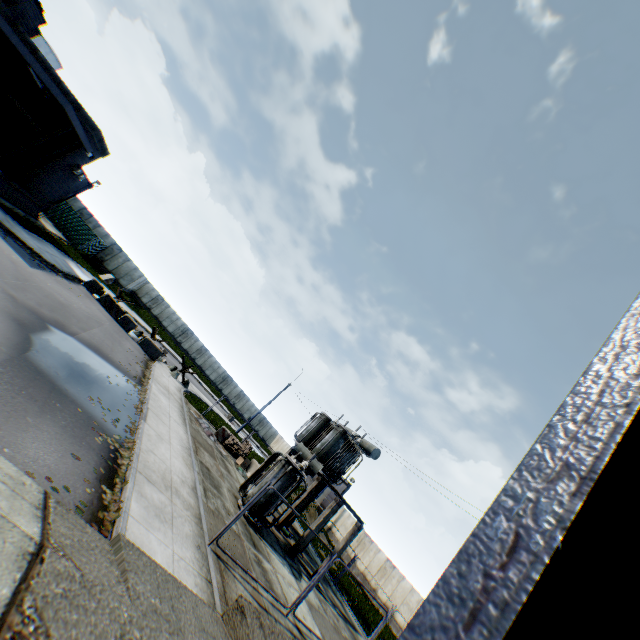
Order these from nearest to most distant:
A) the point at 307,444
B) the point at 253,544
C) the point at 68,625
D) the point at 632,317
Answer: the point at 632,317
the point at 68,625
the point at 253,544
the point at 307,444

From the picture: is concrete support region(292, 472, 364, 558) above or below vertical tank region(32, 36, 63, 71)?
below

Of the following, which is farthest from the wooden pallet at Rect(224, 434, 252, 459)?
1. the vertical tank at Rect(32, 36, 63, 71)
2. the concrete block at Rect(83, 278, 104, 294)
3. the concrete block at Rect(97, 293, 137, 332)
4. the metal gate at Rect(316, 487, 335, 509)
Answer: the vertical tank at Rect(32, 36, 63, 71)

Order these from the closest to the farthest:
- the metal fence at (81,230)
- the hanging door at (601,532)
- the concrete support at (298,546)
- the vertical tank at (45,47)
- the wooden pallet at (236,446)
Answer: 1. the hanging door at (601,532)
2. the concrete support at (298,546)
3. the wooden pallet at (236,446)
4. the metal fence at (81,230)
5. the vertical tank at (45,47)

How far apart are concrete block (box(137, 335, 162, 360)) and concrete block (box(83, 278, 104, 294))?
4.4 meters

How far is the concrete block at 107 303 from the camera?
22.9m

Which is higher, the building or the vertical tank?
the vertical tank

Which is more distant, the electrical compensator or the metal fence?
the metal fence
